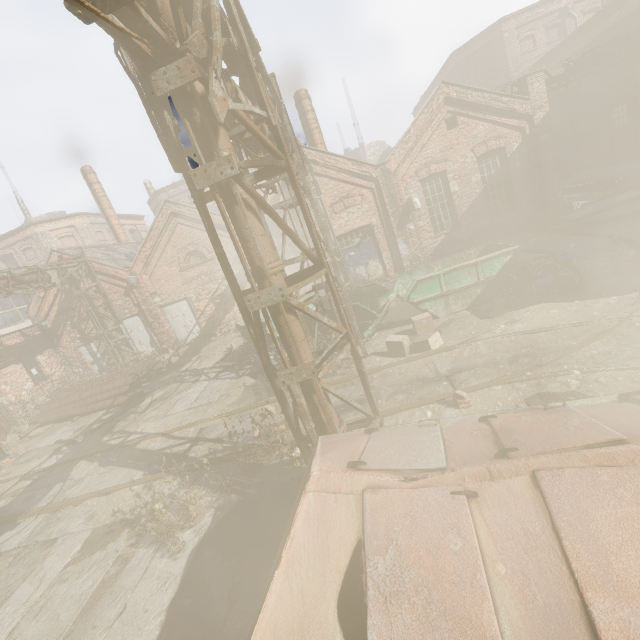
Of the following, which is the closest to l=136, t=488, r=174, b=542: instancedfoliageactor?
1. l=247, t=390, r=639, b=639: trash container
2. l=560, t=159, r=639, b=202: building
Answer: l=247, t=390, r=639, b=639: trash container

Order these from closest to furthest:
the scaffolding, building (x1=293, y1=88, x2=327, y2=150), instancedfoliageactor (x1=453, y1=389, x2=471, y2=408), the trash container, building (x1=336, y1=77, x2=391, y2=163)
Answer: the trash container → the scaffolding → instancedfoliageactor (x1=453, y1=389, x2=471, y2=408) → building (x1=293, y1=88, x2=327, y2=150) → building (x1=336, y1=77, x2=391, y2=163)

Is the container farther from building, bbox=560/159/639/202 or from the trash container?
building, bbox=560/159/639/202

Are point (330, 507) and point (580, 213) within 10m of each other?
no

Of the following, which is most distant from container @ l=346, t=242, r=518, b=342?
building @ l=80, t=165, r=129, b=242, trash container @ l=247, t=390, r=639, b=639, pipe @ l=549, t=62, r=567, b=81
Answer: building @ l=80, t=165, r=129, b=242

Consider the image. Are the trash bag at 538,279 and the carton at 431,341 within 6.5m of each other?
yes

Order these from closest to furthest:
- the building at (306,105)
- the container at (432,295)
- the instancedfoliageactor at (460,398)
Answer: the instancedfoliageactor at (460,398)
the container at (432,295)
the building at (306,105)

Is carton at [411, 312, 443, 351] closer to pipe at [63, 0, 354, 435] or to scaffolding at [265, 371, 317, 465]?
pipe at [63, 0, 354, 435]
